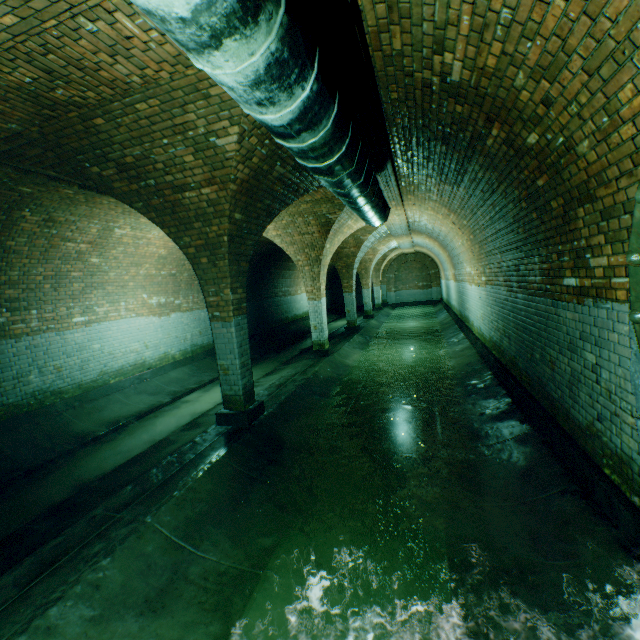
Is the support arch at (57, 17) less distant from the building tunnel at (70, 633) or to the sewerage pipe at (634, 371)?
the building tunnel at (70, 633)

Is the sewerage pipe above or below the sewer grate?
below

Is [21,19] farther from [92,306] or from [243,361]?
[92,306]

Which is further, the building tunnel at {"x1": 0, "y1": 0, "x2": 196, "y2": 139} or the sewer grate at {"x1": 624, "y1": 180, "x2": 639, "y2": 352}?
the building tunnel at {"x1": 0, "y1": 0, "x2": 196, "y2": 139}

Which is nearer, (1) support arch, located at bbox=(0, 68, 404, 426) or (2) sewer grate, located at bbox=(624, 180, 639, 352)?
(2) sewer grate, located at bbox=(624, 180, 639, 352)

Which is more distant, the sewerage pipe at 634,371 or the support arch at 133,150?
the support arch at 133,150

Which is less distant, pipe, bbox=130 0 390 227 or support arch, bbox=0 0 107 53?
pipe, bbox=130 0 390 227

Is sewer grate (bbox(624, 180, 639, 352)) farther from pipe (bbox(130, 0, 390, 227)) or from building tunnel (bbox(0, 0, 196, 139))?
pipe (bbox(130, 0, 390, 227))
